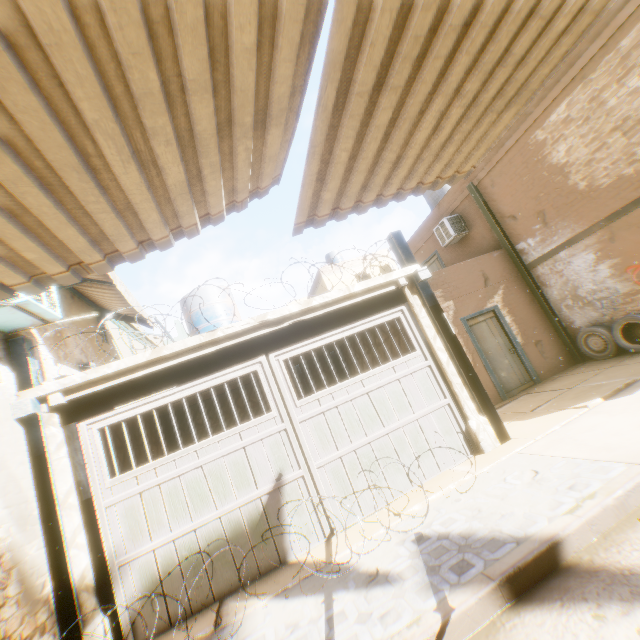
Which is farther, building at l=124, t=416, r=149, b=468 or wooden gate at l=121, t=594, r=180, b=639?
building at l=124, t=416, r=149, b=468

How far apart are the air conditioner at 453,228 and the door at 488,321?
2.38m

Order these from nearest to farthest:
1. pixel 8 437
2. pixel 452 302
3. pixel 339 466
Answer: pixel 8 437
pixel 339 466
pixel 452 302

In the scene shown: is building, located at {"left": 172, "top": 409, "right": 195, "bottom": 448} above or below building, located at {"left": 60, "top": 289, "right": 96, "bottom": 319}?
below

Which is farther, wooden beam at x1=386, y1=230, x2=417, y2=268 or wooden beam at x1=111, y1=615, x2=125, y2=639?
wooden beam at x1=386, y1=230, x2=417, y2=268

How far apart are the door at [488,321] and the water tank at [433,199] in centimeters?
168cm

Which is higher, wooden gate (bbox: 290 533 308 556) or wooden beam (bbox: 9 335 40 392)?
wooden beam (bbox: 9 335 40 392)

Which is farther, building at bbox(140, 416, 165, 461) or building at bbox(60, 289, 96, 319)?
building at bbox(140, 416, 165, 461)
